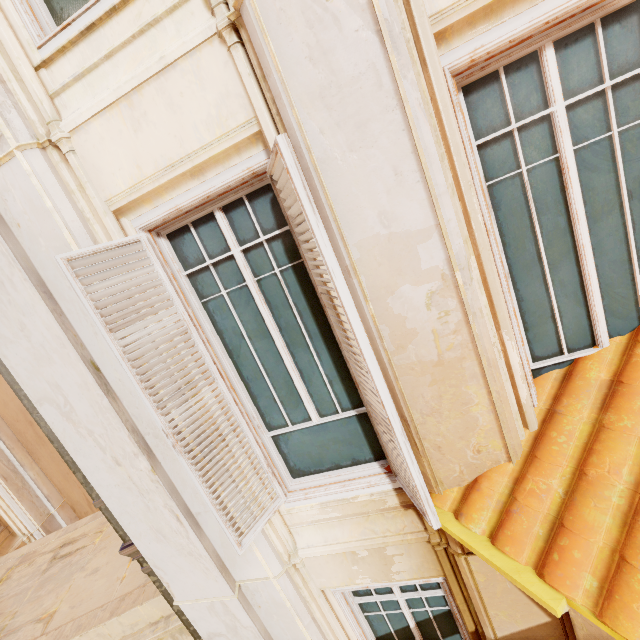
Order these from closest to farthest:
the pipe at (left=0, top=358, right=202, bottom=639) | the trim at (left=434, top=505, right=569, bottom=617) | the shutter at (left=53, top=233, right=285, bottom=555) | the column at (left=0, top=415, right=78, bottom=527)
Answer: the trim at (left=434, top=505, right=569, bottom=617)
the shutter at (left=53, top=233, right=285, bottom=555)
the pipe at (left=0, top=358, right=202, bottom=639)
the column at (left=0, top=415, right=78, bottom=527)

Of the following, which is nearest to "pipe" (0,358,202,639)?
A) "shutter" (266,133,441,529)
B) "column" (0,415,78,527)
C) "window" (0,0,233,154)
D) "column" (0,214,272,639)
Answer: "column" (0,214,272,639)

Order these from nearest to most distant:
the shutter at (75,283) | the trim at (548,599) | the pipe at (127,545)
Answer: the trim at (548,599), the shutter at (75,283), the pipe at (127,545)

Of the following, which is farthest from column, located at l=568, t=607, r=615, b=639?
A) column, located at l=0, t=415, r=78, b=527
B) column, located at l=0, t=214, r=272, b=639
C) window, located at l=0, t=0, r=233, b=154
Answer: column, located at l=0, t=415, r=78, b=527

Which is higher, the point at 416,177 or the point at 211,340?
the point at 416,177

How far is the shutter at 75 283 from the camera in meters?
2.1 m

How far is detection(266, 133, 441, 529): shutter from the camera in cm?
A: 162

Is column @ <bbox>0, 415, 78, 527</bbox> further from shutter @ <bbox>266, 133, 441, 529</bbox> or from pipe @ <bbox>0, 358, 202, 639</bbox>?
shutter @ <bbox>266, 133, 441, 529</bbox>
